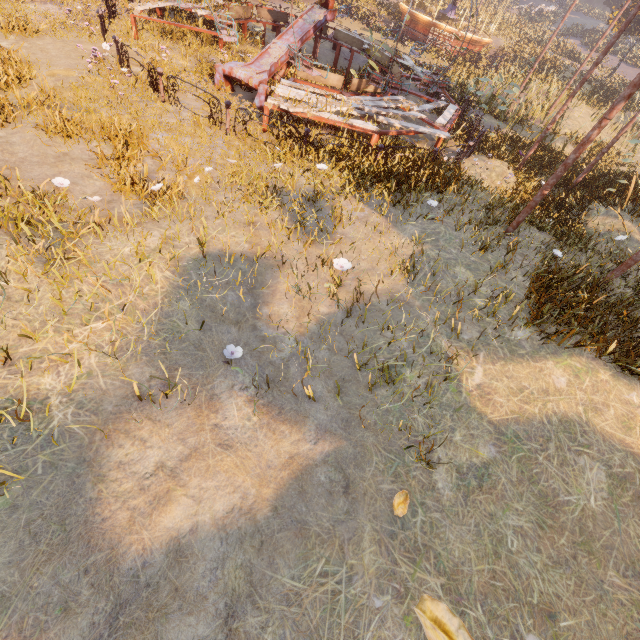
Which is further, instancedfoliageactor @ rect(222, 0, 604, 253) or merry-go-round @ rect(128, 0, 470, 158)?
merry-go-round @ rect(128, 0, 470, 158)

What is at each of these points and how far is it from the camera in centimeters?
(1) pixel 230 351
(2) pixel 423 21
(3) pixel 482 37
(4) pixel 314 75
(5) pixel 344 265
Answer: (1) instancedfoliageactor, 398cm
(2) carousel, 2356cm
(3) carousel, 2389cm
(4) merry-go-round, 877cm
(5) instancedfoliageactor, 528cm

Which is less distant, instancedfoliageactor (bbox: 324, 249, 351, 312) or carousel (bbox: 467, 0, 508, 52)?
instancedfoliageactor (bbox: 324, 249, 351, 312)

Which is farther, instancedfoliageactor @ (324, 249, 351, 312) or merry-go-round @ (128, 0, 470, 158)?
merry-go-round @ (128, 0, 470, 158)

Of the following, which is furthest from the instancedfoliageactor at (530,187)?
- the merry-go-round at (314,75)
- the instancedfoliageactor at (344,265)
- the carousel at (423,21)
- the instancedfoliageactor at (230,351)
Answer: the instancedfoliageactor at (230,351)

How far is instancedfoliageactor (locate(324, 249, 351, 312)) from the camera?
5.19m

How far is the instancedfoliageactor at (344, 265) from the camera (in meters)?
5.19

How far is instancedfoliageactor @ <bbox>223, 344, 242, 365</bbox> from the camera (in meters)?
3.92
